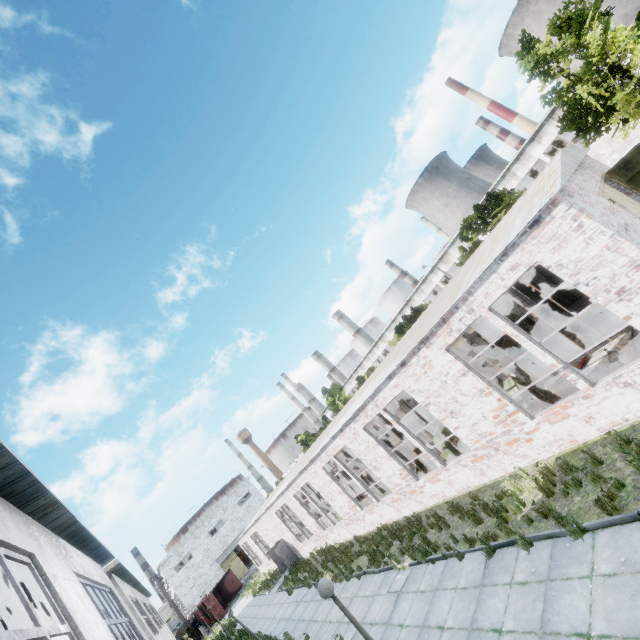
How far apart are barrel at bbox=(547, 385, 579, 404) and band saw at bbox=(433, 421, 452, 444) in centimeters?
352cm

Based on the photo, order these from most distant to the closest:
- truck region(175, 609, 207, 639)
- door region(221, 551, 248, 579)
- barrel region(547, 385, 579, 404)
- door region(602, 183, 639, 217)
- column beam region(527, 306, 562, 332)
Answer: door region(221, 551, 248, 579) < truck region(175, 609, 207, 639) < column beam region(527, 306, 562, 332) < barrel region(547, 385, 579, 404) < door region(602, 183, 639, 217)

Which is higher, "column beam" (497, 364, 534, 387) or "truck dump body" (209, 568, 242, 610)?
"column beam" (497, 364, 534, 387)

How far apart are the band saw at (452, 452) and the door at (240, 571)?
54.99m

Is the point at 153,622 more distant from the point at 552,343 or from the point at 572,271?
the point at 552,343

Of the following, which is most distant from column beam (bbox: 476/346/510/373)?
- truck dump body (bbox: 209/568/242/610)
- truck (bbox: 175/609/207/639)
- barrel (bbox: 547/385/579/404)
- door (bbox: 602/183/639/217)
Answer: truck (bbox: 175/609/207/639)

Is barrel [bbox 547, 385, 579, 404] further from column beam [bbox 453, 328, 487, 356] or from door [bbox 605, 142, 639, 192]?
door [bbox 605, 142, 639, 192]

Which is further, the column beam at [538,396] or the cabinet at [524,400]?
the column beam at [538,396]
